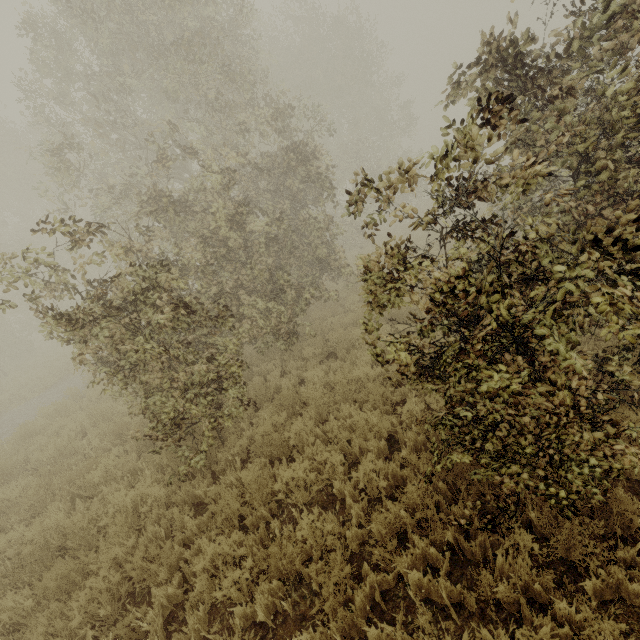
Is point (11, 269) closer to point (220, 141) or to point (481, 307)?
point (481, 307)
